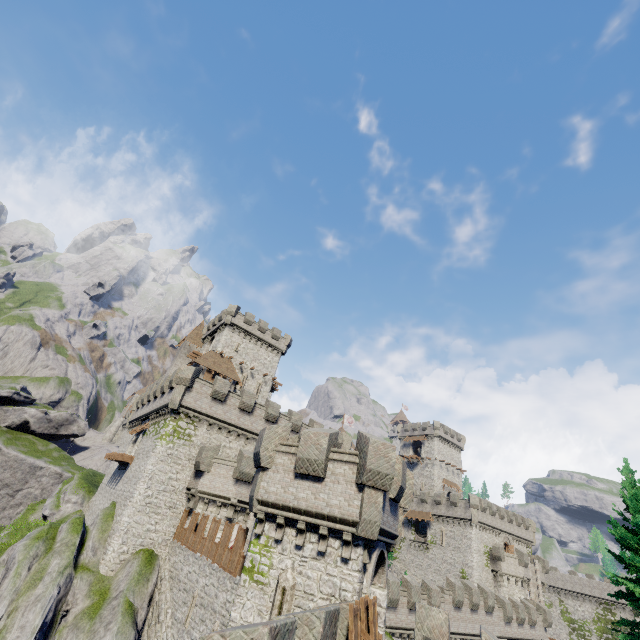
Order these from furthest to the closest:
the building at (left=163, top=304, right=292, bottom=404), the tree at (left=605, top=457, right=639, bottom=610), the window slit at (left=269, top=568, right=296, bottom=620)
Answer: the building at (left=163, top=304, right=292, bottom=404) → the tree at (left=605, top=457, right=639, bottom=610) → the window slit at (left=269, top=568, right=296, bottom=620)

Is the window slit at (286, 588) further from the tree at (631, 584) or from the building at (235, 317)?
the building at (235, 317)

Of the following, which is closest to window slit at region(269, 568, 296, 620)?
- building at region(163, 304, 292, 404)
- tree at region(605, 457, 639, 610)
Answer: tree at region(605, 457, 639, 610)

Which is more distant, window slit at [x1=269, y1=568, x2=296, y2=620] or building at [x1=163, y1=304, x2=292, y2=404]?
building at [x1=163, y1=304, x2=292, y2=404]

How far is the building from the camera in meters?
43.1

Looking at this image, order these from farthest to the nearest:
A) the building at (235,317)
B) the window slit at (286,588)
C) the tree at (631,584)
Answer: the building at (235,317) → the tree at (631,584) → the window slit at (286,588)

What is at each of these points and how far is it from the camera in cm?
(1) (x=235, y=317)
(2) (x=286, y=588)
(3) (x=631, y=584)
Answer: (1) building, 4800
(2) window slit, 1234
(3) tree, 1767

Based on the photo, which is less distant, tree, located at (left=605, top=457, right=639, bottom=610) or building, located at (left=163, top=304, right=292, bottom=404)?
tree, located at (left=605, top=457, right=639, bottom=610)
